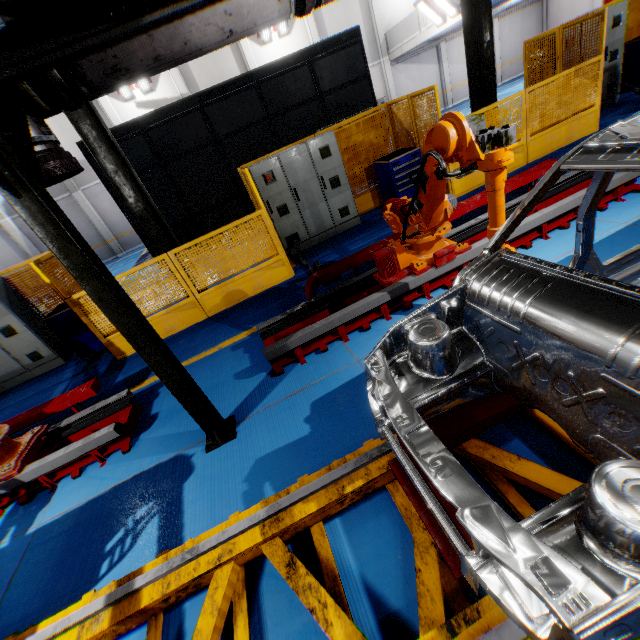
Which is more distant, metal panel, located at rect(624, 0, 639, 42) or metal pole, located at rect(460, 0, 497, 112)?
metal panel, located at rect(624, 0, 639, 42)

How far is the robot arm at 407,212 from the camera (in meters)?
2.72

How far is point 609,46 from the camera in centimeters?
817cm

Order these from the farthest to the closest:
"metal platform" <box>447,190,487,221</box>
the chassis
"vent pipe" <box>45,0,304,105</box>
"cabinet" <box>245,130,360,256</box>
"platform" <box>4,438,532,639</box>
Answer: "cabinet" <box>245,130,360,256</box>, "metal platform" <box>447,190,487,221</box>, "vent pipe" <box>45,0,304,105</box>, "platform" <box>4,438,532,639</box>, the chassis

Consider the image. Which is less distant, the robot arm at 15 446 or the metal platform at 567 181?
the robot arm at 15 446

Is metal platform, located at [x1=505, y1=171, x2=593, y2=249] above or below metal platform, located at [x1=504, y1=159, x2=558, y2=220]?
below

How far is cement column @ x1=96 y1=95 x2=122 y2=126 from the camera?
16.8 meters

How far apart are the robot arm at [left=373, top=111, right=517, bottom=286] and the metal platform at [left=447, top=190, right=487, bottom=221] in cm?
1
